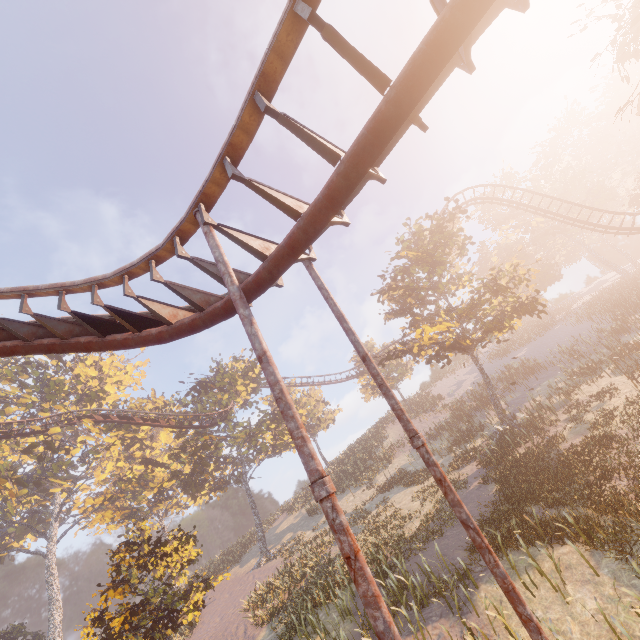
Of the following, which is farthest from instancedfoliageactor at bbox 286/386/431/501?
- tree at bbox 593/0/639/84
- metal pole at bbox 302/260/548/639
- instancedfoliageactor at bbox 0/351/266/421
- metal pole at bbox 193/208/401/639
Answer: tree at bbox 593/0/639/84

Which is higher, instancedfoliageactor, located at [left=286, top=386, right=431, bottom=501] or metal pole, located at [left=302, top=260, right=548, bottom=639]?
instancedfoliageactor, located at [left=286, top=386, right=431, bottom=501]

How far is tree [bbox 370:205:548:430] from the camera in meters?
19.8

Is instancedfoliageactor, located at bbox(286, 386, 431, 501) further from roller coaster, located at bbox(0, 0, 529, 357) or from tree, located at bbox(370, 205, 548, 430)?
tree, located at bbox(370, 205, 548, 430)

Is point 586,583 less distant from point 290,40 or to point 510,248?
point 290,40

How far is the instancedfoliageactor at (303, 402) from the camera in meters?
27.2 m

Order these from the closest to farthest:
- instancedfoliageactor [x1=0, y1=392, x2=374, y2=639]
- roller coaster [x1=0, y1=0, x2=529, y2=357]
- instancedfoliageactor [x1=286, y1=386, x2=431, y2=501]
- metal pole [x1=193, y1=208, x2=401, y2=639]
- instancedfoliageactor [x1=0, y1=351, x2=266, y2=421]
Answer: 1. metal pole [x1=193, y1=208, x2=401, y2=639]
2. roller coaster [x1=0, y1=0, x2=529, y2=357]
3. instancedfoliageactor [x1=0, y1=392, x2=374, y2=639]
4. instancedfoliageactor [x1=286, y1=386, x2=431, y2=501]
5. instancedfoliageactor [x1=0, y1=351, x2=266, y2=421]

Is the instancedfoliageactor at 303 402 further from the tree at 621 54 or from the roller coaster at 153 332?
the tree at 621 54
